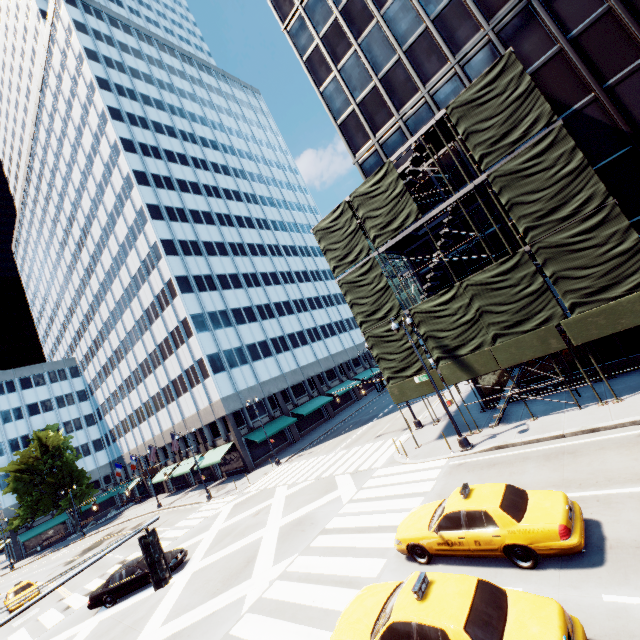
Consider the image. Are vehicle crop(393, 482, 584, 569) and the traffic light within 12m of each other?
yes

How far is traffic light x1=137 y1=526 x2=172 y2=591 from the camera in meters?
5.2

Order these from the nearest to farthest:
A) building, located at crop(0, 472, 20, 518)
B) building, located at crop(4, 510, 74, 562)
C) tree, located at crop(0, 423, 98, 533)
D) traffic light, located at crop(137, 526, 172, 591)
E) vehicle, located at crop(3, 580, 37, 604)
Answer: traffic light, located at crop(137, 526, 172, 591) → vehicle, located at crop(3, 580, 37, 604) → tree, located at crop(0, 423, 98, 533) → building, located at crop(4, 510, 74, 562) → building, located at crop(0, 472, 20, 518)

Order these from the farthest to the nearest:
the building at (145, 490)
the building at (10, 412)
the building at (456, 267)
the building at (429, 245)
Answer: the building at (10, 412) < the building at (145, 490) < the building at (429, 245) < the building at (456, 267)

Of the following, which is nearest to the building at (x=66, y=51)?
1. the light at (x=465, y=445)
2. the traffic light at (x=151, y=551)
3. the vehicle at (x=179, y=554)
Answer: the vehicle at (x=179, y=554)

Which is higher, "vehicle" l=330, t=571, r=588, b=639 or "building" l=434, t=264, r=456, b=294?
"building" l=434, t=264, r=456, b=294

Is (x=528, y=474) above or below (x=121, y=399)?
below

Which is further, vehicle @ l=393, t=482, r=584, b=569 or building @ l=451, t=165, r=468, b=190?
building @ l=451, t=165, r=468, b=190
